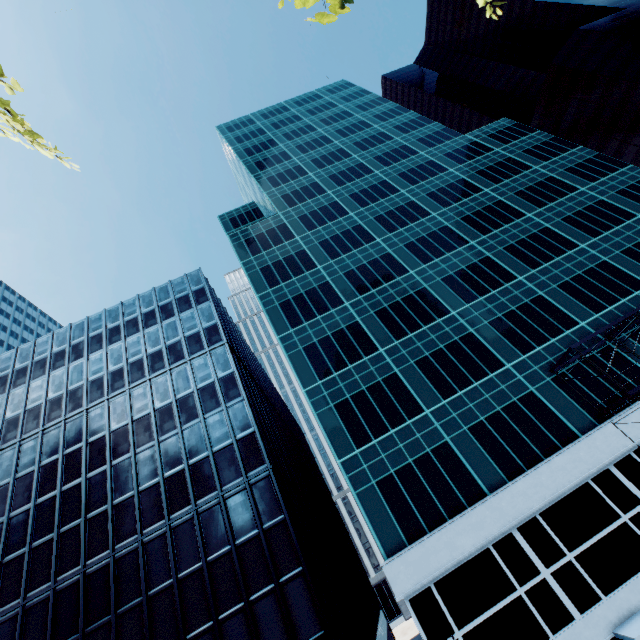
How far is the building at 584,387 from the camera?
23.8m

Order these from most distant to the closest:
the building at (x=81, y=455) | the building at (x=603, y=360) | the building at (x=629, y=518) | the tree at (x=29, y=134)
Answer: the building at (x=603, y=360) < the building at (x=81, y=455) < the building at (x=629, y=518) < the tree at (x=29, y=134)

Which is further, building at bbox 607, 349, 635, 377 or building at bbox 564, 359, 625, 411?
building at bbox 607, 349, 635, 377

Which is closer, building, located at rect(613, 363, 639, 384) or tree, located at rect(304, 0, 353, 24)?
tree, located at rect(304, 0, 353, 24)

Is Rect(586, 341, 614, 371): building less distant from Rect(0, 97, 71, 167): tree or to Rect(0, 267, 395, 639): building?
Rect(0, 267, 395, 639): building

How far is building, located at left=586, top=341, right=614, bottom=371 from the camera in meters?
25.3

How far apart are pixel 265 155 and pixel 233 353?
41.0 meters
